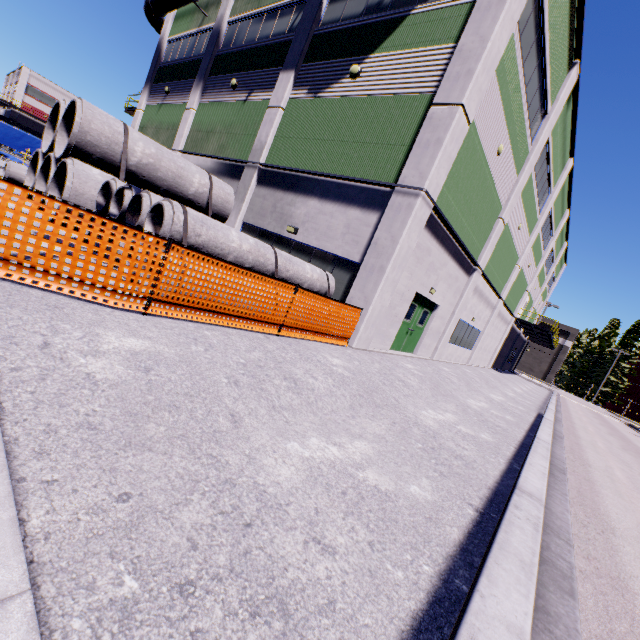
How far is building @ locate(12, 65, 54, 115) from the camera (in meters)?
57.12

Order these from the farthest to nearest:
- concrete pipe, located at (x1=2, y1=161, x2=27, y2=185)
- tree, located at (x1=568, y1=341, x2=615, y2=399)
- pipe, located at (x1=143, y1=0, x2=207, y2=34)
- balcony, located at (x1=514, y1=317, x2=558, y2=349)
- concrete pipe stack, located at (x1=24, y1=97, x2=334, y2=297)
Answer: tree, located at (x1=568, y1=341, x2=615, y2=399)
balcony, located at (x1=514, y1=317, x2=558, y2=349)
pipe, located at (x1=143, y1=0, x2=207, y2=34)
concrete pipe, located at (x1=2, y1=161, x2=27, y2=185)
concrete pipe stack, located at (x1=24, y1=97, x2=334, y2=297)

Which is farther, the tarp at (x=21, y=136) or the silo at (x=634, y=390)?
the silo at (x=634, y=390)

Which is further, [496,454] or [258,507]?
[496,454]

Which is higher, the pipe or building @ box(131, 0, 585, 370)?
the pipe

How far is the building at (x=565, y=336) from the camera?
57.7 meters

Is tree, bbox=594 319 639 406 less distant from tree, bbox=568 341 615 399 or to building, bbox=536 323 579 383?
tree, bbox=568 341 615 399

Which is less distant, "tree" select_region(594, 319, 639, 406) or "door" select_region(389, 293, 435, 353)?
"door" select_region(389, 293, 435, 353)
